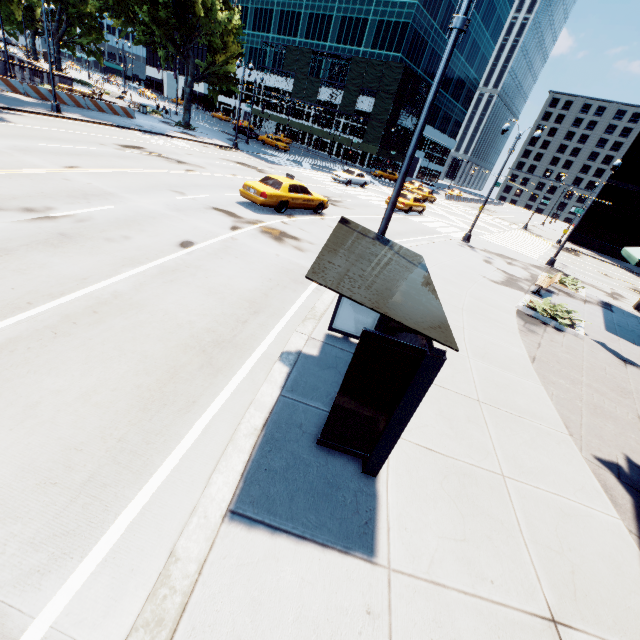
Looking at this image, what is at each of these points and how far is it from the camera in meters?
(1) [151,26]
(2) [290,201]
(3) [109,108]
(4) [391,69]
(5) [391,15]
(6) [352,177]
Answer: (1) tree, 27.6 m
(2) vehicle, 15.7 m
(3) concrete barrier, 28.7 m
(4) scaffolding, 50.5 m
(5) building, 52.2 m
(6) vehicle, 32.1 m

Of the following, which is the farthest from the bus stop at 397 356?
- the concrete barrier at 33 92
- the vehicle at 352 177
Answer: the concrete barrier at 33 92

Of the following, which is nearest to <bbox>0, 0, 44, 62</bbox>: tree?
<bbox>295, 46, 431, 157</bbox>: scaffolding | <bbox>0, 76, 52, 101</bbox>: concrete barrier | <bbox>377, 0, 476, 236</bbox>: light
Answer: <bbox>0, 76, 52, 101</bbox>: concrete barrier

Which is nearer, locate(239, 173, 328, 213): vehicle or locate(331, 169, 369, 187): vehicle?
locate(239, 173, 328, 213): vehicle

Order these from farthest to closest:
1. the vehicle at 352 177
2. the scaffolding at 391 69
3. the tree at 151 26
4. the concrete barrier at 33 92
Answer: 1. the scaffolding at 391 69
2. the vehicle at 352 177
3. the tree at 151 26
4. the concrete barrier at 33 92

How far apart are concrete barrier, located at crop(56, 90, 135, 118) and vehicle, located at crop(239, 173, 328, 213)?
23.06m

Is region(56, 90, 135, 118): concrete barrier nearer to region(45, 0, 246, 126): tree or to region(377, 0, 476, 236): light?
region(45, 0, 246, 126): tree

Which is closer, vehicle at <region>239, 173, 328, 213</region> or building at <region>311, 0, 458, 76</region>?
vehicle at <region>239, 173, 328, 213</region>
